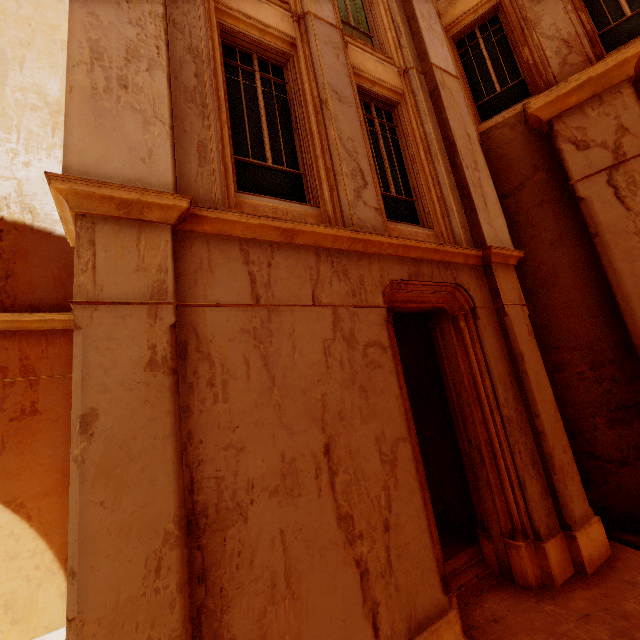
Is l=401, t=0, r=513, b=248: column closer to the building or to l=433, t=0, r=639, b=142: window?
l=433, t=0, r=639, b=142: window

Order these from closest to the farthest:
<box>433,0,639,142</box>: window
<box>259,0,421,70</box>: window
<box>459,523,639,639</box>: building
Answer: <box>459,523,639,639</box>: building
<box>259,0,421,70</box>: window
<box>433,0,639,142</box>: window

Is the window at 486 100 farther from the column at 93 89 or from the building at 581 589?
the building at 581 589

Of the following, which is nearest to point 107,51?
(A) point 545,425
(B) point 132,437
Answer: (B) point 132,437

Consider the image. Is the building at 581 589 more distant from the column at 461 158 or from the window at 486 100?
the window at 486 100

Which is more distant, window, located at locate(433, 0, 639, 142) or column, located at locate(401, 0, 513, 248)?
window, located at locate(433, 0, 639, 142)

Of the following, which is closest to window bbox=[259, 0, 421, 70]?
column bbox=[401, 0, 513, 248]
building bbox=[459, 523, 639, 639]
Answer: column bbox=[401, 0, 513, 248]

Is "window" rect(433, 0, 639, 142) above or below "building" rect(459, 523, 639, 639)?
above
